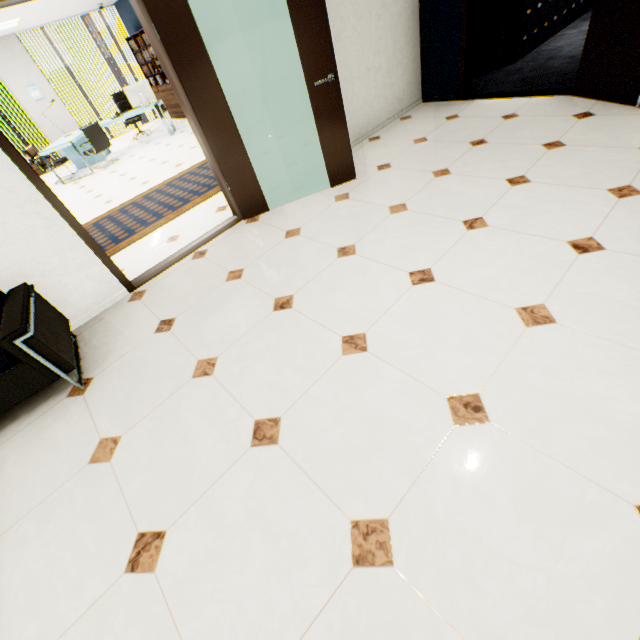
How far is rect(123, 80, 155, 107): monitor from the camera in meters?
8.1 m

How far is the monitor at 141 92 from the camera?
8.1 meters

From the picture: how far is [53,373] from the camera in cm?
226

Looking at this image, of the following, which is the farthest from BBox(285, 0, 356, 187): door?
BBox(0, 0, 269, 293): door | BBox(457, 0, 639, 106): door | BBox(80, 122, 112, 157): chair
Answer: BBox(80, 122, 112, 157): chair

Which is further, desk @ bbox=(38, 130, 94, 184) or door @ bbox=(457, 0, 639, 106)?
desk @ bbox=(38, 130, 94, 184)

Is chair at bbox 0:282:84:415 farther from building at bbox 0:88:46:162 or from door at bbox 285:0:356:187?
building at bbox 0:88:46:162

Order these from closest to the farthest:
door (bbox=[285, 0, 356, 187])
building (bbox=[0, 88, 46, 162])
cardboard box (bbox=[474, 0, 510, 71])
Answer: door (bbox=[285, 0, 356, 187]) < cardboard box (bbox=[474, 0, 510, 71]) < building (bbox=[0, 88, 46, 162])

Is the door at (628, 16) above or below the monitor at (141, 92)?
below
